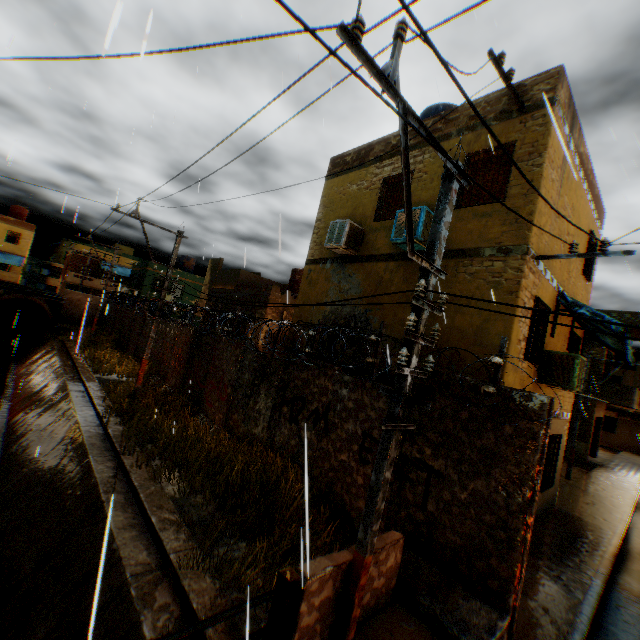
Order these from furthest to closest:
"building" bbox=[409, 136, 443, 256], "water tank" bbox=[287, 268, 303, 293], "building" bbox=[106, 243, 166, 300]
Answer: "building" bbox=[106, 243, 166, 300]
"water tank" bbox=[287, 268, 303, 293]
"building" bbox=[409, 136, 443, 256]

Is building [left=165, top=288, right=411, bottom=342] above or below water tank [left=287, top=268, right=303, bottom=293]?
below

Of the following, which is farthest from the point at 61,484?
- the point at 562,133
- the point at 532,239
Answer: the point at 562,133

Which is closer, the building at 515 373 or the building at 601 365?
the building at 515 373

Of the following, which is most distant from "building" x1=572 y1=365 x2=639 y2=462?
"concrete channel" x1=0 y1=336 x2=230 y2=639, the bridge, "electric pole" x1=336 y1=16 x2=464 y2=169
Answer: "electric pole" x1=336 y1=16 x2=464 y2=169

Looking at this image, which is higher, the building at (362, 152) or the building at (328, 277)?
the building at (362, 152)

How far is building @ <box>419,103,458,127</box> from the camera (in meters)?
8.54
